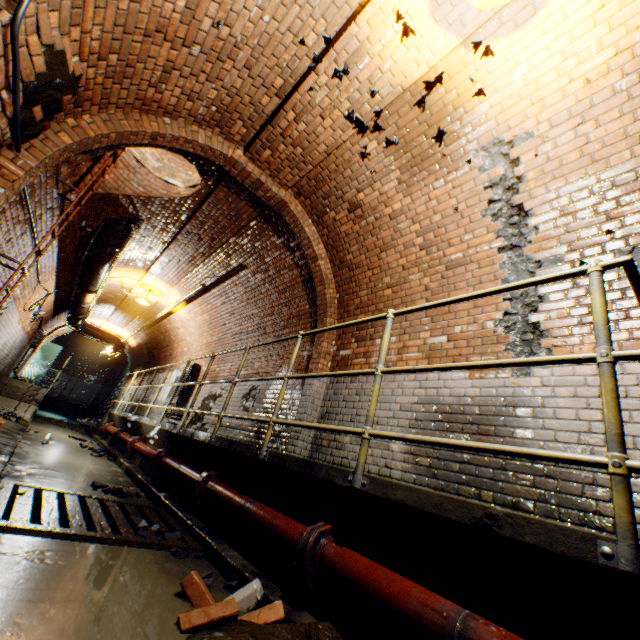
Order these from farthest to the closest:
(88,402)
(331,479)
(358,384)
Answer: (88,402)
(358,384)
(331,479)

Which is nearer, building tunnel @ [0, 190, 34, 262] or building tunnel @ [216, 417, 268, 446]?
building tunnel @ [0, 190, 34, 262]

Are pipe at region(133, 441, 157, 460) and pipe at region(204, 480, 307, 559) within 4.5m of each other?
yes

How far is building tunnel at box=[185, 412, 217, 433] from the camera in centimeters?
752cm

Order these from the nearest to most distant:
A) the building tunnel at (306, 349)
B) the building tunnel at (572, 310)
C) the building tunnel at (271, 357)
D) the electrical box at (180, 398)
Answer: the building tunnel at (572, 310), the building tunnel at (306, 349), the building tunnel at (271, 357), the electrical box at (180, 398)

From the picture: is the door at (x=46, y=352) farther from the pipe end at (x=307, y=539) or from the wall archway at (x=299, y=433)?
the pipe end at (x=307, y=539)

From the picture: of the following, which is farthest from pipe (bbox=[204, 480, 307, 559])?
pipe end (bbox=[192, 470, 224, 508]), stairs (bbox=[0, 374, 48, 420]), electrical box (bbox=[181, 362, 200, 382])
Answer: stairs (bbox=[0, 374, 48, 420])

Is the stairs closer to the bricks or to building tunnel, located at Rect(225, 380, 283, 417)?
building tunnel, located at Rect(225, 380, 283, 417)
